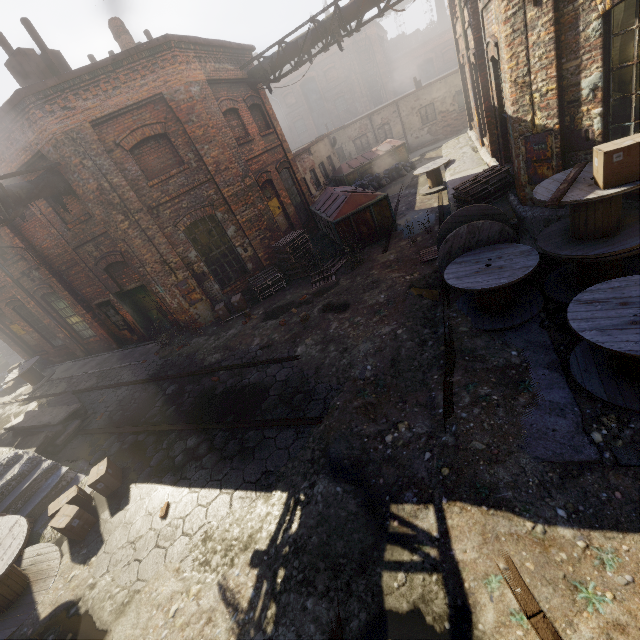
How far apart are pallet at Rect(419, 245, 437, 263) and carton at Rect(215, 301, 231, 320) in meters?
6.7

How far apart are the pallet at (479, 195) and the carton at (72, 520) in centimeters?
1007cm

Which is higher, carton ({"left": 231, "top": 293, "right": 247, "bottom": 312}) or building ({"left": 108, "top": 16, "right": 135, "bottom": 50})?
building ({"left": 108, "top": 16, "right": 135, "bottom": 50})

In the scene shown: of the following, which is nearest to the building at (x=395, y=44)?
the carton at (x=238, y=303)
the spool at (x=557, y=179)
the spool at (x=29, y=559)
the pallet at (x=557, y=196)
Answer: the carton at (x=238, y=303)

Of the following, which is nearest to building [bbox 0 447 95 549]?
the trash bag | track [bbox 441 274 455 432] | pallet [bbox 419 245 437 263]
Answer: track [bbox 441 274 455 432]

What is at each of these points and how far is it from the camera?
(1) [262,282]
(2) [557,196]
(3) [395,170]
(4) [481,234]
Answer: (1) pallet, 11.7m
(2) pallet, 4.7m
(3) trash bag, 18.8m
(4) spool, 6.3m

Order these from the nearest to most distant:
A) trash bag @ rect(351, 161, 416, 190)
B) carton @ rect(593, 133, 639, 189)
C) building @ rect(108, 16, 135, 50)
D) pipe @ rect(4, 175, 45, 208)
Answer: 1. carton @ rect(593, 133, 639, 189)
2. pipe @ rect(4, 175, 45, 208)
3. building @ rect(108, 16, 135, 50)
4. trash bag @ rect(351, 161, 416, 190)

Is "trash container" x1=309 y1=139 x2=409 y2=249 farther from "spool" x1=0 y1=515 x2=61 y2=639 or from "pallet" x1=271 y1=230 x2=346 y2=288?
"spool" x1=0 y1=515 x2=61 y2=639
